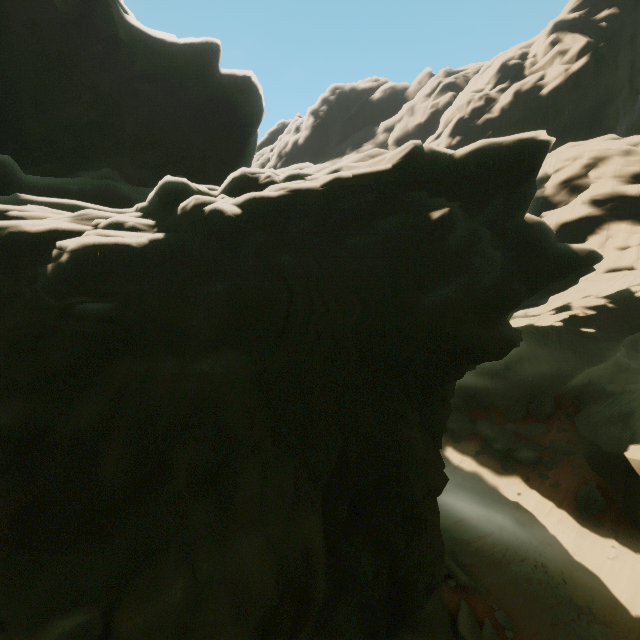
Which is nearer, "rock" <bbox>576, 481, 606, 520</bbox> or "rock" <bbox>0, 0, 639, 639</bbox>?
"rock" <bbox>0, 0, 639, 639</bbox>

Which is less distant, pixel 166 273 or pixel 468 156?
pixel 166 273

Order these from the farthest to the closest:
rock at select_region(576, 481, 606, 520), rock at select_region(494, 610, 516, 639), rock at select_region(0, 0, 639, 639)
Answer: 1. rock at select_region(576, 481, 606, 520)
2. rock at select_region(494, 610, 516, 639)
3. rock at select_region(0, 0, 639, 639)

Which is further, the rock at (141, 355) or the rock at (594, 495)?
the rock at (594, 495)

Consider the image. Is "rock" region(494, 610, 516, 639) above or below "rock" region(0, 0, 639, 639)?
below

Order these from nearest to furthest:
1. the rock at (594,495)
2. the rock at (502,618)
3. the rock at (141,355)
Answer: the rock at (141,355) → the rock at (502,618) → the rock at (594,495)

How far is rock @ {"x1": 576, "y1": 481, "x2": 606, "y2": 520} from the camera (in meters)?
17.03
